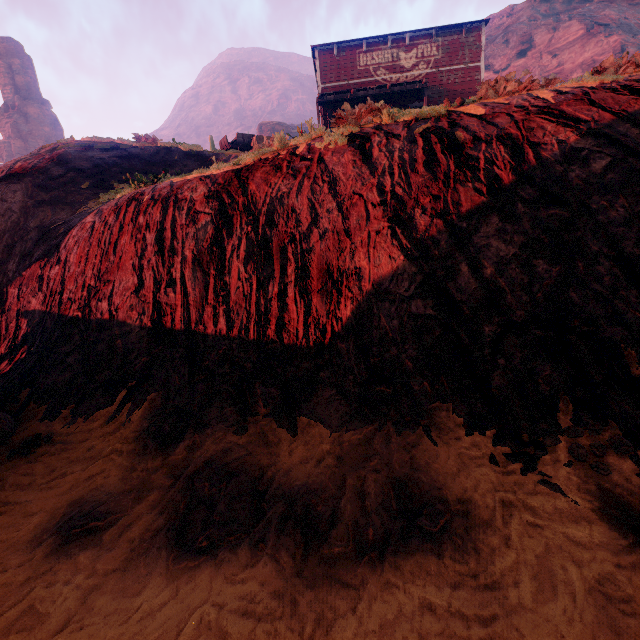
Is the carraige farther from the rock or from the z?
the rock

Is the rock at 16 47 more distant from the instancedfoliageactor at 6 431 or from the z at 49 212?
the instancedfoliageactor at 6 431

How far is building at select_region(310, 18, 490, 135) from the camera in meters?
8.1

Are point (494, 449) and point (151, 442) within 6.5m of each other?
yes

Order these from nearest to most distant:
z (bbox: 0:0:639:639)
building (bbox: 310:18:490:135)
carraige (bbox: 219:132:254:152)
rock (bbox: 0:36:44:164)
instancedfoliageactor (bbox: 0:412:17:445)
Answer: z (bbox: 0:0:639:639)
instancedfoliageactor (bbox: 0:412:17:445)
building (bbox: 310:18:490:135)
carraige (bbox: 219:132:254:152)
rock (bbox: 0:36:44:164)

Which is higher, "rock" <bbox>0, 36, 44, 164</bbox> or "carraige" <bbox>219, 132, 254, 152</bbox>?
"rock" <bbox>0, 36, 44, 164</bbox>

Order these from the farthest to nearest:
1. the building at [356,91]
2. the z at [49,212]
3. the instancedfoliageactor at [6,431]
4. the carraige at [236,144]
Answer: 1. the carraige at [236,144]
2. the building at [356,91]
3. the instancedfoliageactor at [6,431]
4. the z at [49,212]

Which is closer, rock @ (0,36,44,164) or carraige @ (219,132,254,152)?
carraige @ (219,132,254,152)
